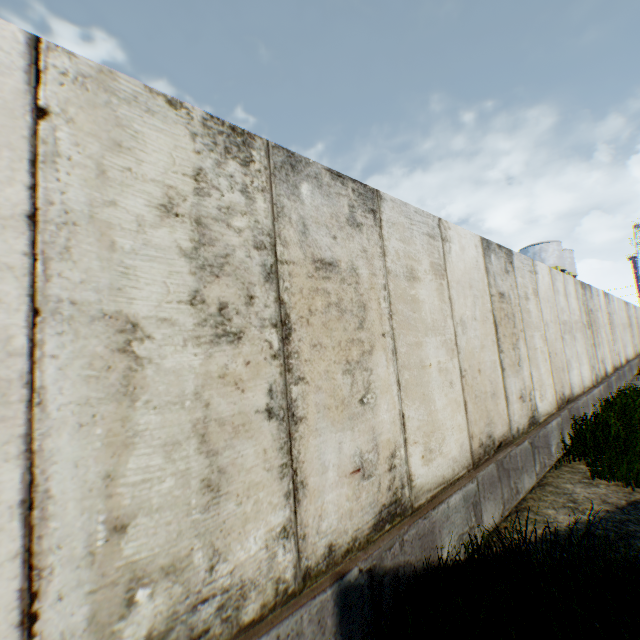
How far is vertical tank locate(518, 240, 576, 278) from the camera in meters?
34.9

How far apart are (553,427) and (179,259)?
6.5 meters

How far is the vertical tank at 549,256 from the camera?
34.9m
